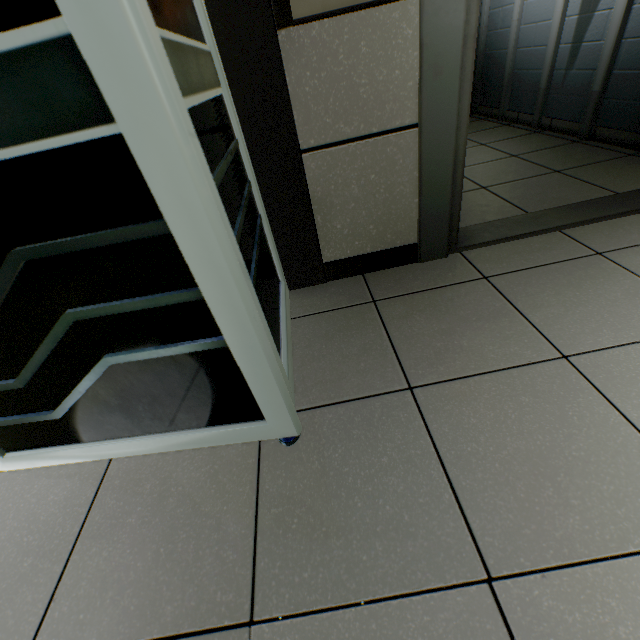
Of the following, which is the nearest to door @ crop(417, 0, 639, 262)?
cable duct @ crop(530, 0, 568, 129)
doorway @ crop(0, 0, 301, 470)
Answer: doorway @ crop(0, 0, 301, 470)

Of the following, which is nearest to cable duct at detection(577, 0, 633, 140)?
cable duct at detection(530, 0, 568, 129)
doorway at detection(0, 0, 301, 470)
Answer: cable duct at detection(530, 0, 568, 129)

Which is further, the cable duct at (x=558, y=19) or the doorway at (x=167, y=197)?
the cable duct at (x=558, y=19)

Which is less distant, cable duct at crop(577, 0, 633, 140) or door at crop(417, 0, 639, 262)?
door at crop(417, 0, 639, 262)

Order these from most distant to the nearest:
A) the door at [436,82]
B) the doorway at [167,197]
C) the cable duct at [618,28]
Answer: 1. the cable duct at [618,28]
2. the door at [436,82]
3. the doorway at [167,197]

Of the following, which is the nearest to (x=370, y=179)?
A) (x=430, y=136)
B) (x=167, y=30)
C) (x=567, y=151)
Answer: (x=430, y=136)

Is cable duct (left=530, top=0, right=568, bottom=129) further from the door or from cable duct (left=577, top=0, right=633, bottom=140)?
the door

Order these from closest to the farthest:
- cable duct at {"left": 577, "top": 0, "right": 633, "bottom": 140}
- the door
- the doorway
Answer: the doorway
the door
cable duct at {"left": 577, "top": 0, "right": 633, "bottom": 140}
